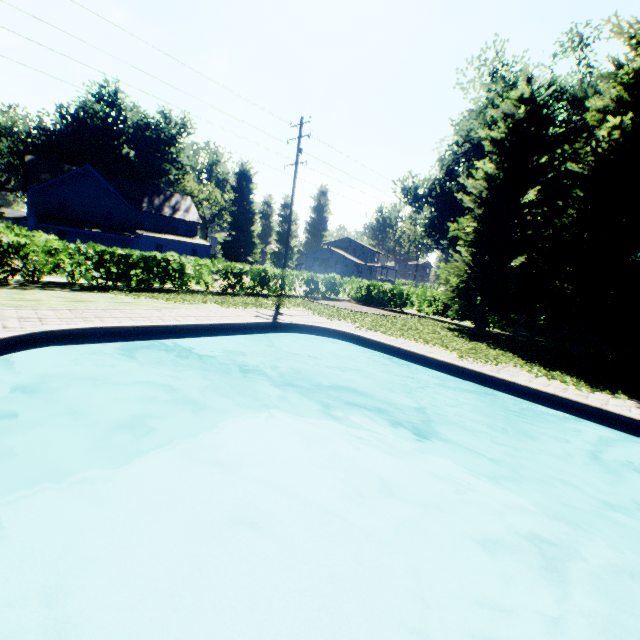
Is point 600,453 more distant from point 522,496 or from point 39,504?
A: point 39,504

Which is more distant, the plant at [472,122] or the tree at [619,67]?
the plant at [472,122]

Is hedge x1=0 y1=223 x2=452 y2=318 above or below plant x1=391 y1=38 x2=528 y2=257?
below

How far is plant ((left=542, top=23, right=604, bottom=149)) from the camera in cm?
2550

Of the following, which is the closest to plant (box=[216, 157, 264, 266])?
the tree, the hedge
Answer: the tree

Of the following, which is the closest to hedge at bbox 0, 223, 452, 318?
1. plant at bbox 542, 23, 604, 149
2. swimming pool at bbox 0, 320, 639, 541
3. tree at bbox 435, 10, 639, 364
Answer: tree at bbox 435, 10, 639, 364

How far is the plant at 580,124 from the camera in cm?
2550
